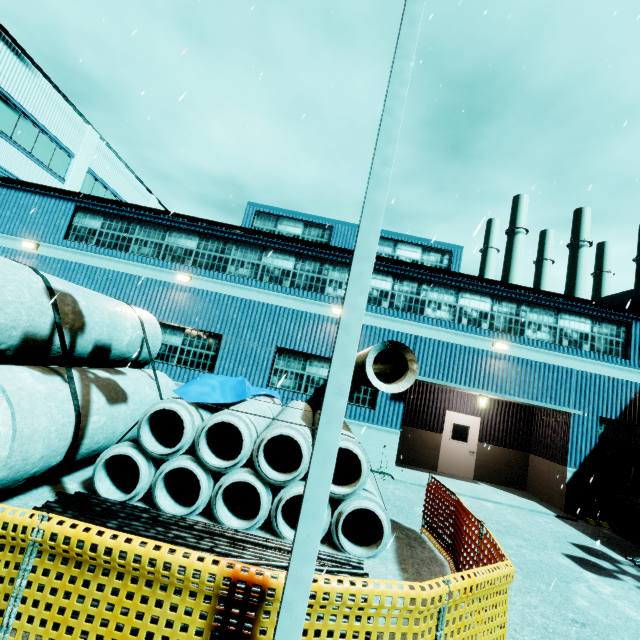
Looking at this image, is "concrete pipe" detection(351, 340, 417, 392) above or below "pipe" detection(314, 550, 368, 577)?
above

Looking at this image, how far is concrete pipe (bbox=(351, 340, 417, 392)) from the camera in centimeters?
650cm

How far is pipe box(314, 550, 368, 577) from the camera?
4.6m

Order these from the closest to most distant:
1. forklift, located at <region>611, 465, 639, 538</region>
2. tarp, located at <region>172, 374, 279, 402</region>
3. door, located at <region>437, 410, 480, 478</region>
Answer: tarp, located at <region>172, 374, 279, 402</region> < forklift, located at <region>611, 465, 639, 538</region> < door, located at <region>437, 410, 480, 478</region>

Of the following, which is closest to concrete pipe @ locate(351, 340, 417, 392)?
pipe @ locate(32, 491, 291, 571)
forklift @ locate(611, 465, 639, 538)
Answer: forklift @ locate(611, 465, 639, 538)

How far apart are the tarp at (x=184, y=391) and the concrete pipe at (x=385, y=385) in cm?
78

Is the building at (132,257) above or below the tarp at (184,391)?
above

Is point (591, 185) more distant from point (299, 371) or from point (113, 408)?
point (113, 408)
